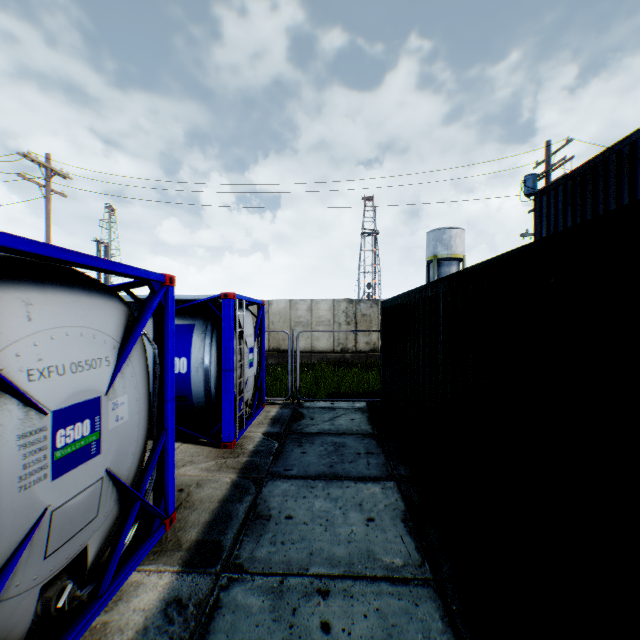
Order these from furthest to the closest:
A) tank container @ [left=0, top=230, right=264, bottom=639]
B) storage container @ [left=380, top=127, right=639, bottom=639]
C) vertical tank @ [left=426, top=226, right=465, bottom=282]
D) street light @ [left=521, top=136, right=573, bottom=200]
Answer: vertical tank @ [left=426, top=226, right=465, bottom=282] → street light @ [left=521, top=136, right=573, bottom=200] → tank container @ [left=0, top=230, right=264, bottom=639] → storage container @ [left=380, top=127, right=639, bottom=639]

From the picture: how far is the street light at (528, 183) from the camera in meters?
12.1 m

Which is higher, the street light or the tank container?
the street light

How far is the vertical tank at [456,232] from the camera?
34.6m

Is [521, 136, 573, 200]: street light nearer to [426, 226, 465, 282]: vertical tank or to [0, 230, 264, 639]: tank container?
[0, 230, 264, 639]: tank container

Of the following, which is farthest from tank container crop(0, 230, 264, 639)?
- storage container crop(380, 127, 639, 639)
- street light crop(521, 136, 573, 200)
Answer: street light crop(521, 136, 573, 200)

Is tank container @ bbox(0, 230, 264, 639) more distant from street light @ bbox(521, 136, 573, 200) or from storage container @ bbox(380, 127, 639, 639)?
street light @ bbox(521, 136, 573, 200)

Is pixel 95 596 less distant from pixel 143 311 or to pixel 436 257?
pixel 143 311
